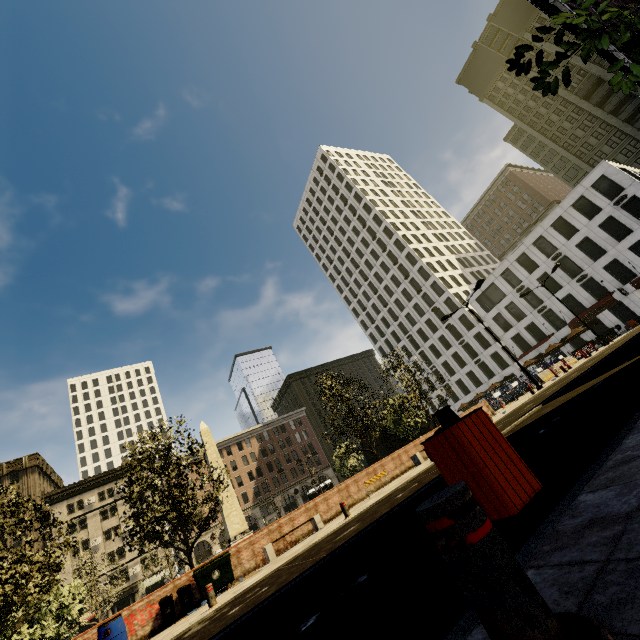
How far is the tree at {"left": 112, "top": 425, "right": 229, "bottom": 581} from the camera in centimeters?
1422cm

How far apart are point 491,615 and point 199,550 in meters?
65.4 m

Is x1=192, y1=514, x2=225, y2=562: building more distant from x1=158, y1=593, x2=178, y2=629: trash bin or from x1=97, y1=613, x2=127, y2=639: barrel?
x1=158, y1=593, x2=178, y2=629: trash bin

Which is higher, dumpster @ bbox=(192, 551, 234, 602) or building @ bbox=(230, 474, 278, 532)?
building @ bbox=(230, 474, 278, 532)

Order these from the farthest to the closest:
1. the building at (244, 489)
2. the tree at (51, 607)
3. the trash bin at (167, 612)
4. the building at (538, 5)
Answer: A: the building at (244, 489) < the building at (538, 5) < the tree at (51, 607) < the trash bin at (167, 612)

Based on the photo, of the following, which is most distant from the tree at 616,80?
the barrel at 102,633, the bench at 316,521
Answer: the barrel at 102,633

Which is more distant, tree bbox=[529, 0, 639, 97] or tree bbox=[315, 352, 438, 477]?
tree bbox=[315, 352, 438, 477]
